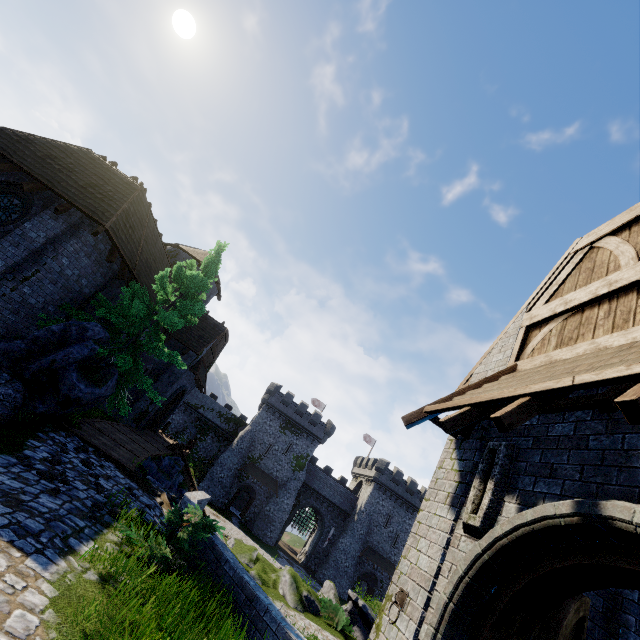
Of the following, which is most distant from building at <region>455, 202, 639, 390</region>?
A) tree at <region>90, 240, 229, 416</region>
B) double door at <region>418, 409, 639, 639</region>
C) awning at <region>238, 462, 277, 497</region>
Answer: awning at <region>238, 462, 277, 497</region>

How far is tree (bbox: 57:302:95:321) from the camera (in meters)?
12.47

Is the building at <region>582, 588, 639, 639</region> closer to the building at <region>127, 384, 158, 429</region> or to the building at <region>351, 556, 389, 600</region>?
the building at <region>127, 384, 158, 429</region>

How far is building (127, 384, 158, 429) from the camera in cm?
2022

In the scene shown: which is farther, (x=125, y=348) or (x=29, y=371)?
(x=125, y=348)

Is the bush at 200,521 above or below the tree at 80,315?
below

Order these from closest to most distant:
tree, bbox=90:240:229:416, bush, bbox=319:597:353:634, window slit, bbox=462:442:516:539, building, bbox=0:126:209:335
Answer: window slit, bbox=462:442:516:539
building, bbox=0:126:209:335
tree, bbox=90:240:229:416
bush, bbox=319:597:353:634

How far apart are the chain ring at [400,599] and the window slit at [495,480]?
1.2m
